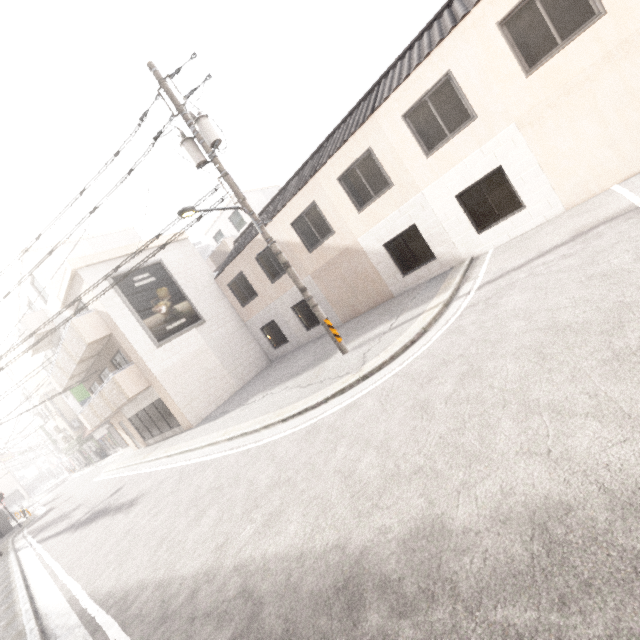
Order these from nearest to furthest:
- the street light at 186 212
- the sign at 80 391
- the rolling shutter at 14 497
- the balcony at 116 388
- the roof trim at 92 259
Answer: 1. the street light at 186 212
2. the roof trim at 92 259
3. the balcony at 116 388
4. the sign at 80 391
5. the rolling shutter at 14 497

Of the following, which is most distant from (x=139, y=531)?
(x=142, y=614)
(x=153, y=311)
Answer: (x=153, y=311)

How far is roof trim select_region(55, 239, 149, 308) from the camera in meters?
13.9

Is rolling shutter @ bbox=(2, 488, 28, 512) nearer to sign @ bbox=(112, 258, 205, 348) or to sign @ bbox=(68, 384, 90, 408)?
sign @ bbox=(68, 384, 90, 408)

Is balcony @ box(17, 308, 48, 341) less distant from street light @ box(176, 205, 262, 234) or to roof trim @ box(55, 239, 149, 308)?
roof trim @ box(55, 239, 149, 308)

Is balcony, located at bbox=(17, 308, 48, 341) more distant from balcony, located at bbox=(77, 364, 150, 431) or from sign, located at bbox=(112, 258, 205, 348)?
sign, located at bbox=(112, 258, 205, 348)

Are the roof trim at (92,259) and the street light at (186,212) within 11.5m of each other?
yes

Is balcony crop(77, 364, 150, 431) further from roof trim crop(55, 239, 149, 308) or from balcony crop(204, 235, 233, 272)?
balcony crop(204, 235, 233, 272)
